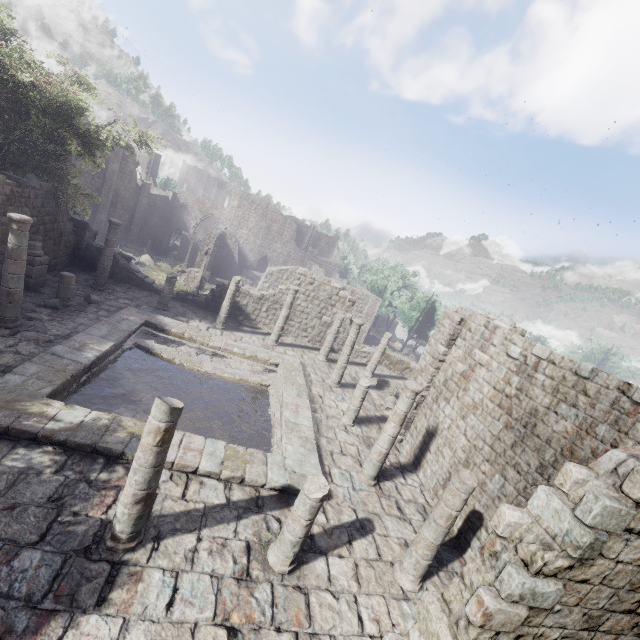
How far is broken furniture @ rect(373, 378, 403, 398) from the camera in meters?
20.1 m

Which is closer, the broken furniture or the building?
the building

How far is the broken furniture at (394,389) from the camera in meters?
20.1 m

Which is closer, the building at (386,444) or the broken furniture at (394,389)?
the building at (386,444)

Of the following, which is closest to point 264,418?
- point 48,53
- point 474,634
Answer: point 474,634
